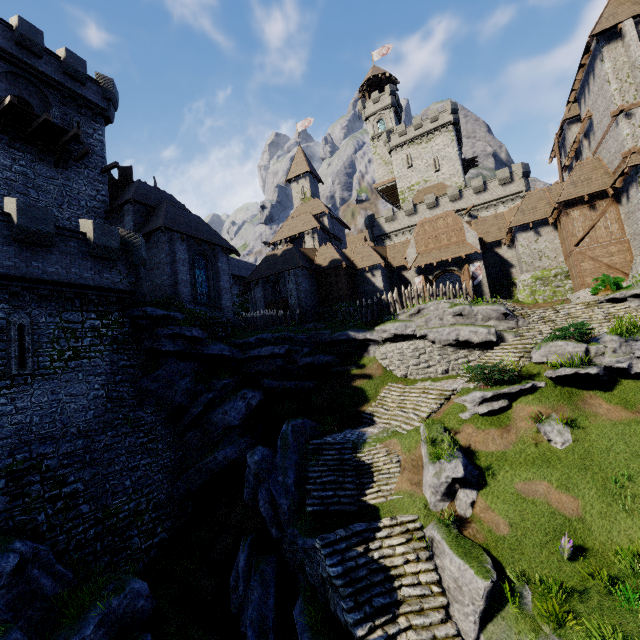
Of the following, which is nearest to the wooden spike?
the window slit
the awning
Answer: the awning

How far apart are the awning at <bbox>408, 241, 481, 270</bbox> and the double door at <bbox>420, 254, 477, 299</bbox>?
0.5 meters

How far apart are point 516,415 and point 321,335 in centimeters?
1380cm

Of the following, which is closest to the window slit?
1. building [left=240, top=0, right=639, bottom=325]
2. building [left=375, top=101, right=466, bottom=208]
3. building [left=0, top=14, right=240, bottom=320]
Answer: building [left=0, top=14, right=240, bottom=320]

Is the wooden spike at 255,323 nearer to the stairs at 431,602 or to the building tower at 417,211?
the stairs at 431,602

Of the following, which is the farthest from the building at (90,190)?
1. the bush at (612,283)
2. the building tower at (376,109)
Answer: the building tower at (376,109)

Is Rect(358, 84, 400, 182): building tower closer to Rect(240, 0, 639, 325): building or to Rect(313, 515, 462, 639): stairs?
Rect(240, 0, 639, 325): building

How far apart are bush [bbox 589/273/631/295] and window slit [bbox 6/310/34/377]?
31.2m
